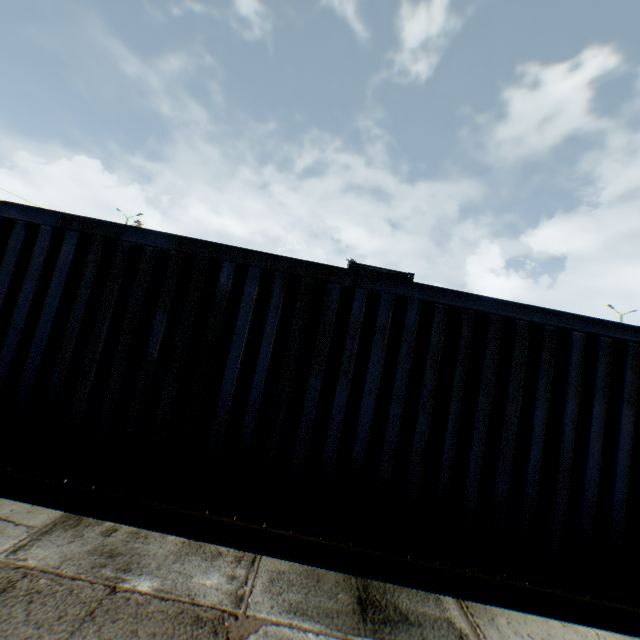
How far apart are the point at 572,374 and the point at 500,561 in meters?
2.0
